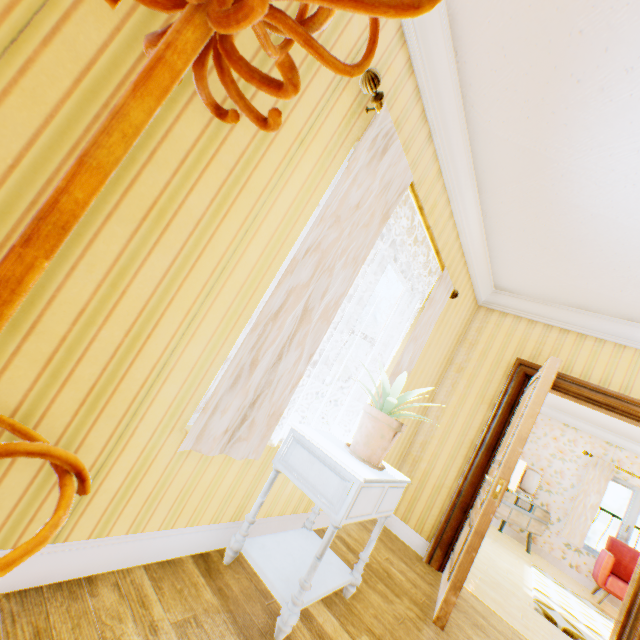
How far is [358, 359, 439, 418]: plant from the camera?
1.85m

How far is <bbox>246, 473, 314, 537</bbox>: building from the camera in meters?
2.1

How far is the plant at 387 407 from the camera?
1.8 meters

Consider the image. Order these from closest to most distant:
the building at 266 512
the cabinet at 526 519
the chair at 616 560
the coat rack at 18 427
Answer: the coat rack at 18 427 → the building at 266 512 → the chair at 616 560 → the cabinet at 526 519

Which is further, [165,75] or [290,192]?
[290,192]

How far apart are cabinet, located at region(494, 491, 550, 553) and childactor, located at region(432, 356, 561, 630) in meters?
3.4
